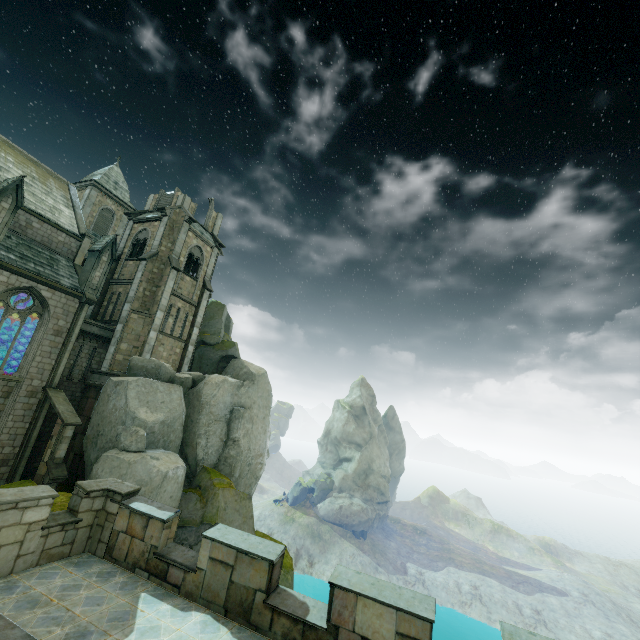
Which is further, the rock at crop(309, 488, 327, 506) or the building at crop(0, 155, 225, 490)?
the rock at crop(309, 488, 327, 506)

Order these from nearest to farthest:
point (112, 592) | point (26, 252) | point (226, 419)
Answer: point (112, 592) → point (26, 252) → point (226, 419)

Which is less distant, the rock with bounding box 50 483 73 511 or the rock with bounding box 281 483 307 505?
the rock with bounding box 50 483 73 511

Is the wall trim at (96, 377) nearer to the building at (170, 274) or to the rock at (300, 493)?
the building at (170, 274)

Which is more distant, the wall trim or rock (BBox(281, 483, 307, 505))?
rock (BBox(281, 483, 307, 505))

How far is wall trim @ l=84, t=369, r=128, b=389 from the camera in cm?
2220

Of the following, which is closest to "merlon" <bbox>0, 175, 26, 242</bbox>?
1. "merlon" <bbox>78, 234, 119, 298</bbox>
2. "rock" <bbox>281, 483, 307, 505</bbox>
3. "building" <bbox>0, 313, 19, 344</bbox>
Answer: "building" <bbox>0, 313, 19, 344</bbox>

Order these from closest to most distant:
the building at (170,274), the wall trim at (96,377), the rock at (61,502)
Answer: the rock at (61,502) < the building at (170,274) < the wall trim at (96,377)
